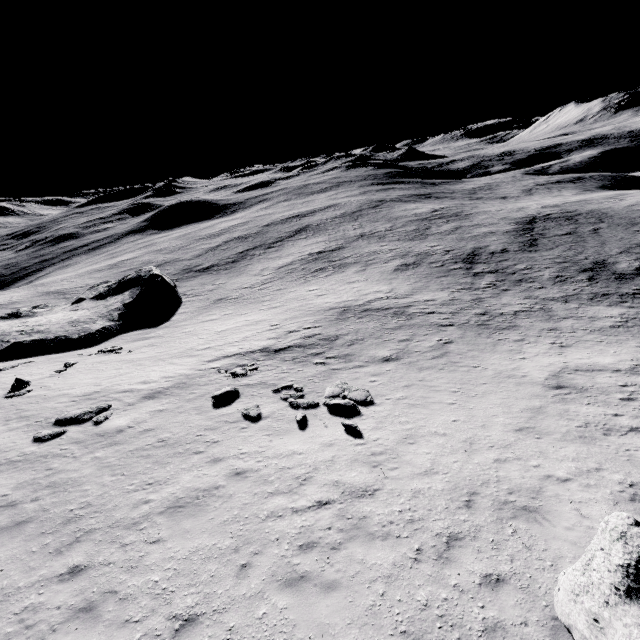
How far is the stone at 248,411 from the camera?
13.4 meters

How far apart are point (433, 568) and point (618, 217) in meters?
54.9 m

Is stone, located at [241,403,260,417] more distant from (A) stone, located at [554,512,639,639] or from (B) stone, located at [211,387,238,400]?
(A) stone, located at [554,512,639,639]

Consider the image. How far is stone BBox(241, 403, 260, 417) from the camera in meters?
13.4

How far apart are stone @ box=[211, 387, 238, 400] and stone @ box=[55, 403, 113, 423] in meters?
4.3

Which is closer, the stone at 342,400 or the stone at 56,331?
the stone at 342,400

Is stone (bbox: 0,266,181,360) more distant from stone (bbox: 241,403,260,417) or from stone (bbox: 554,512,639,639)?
stone (bbox: 554,512,639,639)

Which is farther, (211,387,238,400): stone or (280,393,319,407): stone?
(211,387,238,400): stone
